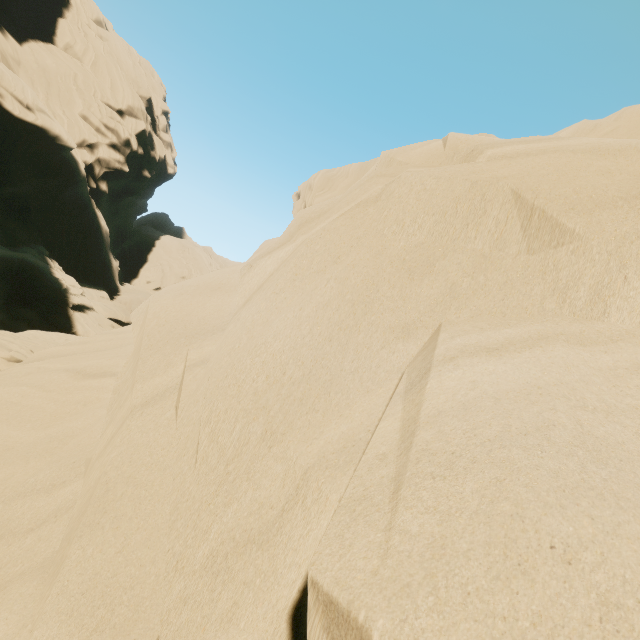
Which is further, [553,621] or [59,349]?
[59,349]
